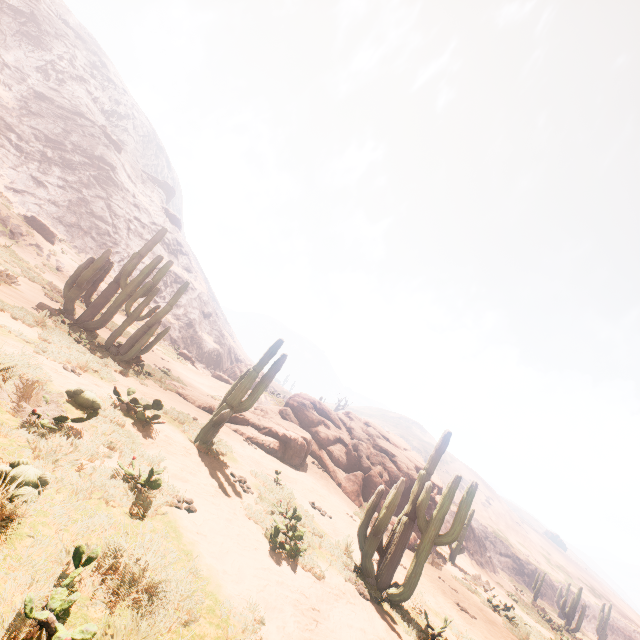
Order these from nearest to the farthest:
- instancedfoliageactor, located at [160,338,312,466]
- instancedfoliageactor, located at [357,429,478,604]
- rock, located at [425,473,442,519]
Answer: instancedfoliageactor, located at [357,429,478,604], instancedfoliageactor, located at [160,338,312,466], rock, located at [425,473,442,519]

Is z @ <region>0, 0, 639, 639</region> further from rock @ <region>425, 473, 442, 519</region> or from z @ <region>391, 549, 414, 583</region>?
z @ <region>391, 549, 414, 583</region>

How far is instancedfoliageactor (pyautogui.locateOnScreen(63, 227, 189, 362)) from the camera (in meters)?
11.96

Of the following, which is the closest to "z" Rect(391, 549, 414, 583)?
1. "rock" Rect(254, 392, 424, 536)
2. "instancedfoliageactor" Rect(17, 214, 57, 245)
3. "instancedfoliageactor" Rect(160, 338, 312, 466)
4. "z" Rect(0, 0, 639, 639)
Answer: "instancedfoliageactor" Rect(160, 338, 312, 466)

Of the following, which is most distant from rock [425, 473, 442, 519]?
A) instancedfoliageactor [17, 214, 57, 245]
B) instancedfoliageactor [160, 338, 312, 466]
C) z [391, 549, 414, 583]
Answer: instancedfoliageactor [17, 214, 57, 245]

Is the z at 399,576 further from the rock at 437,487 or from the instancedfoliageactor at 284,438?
the rock at 437,487

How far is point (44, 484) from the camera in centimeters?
321cm

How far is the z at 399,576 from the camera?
8.9 meters
